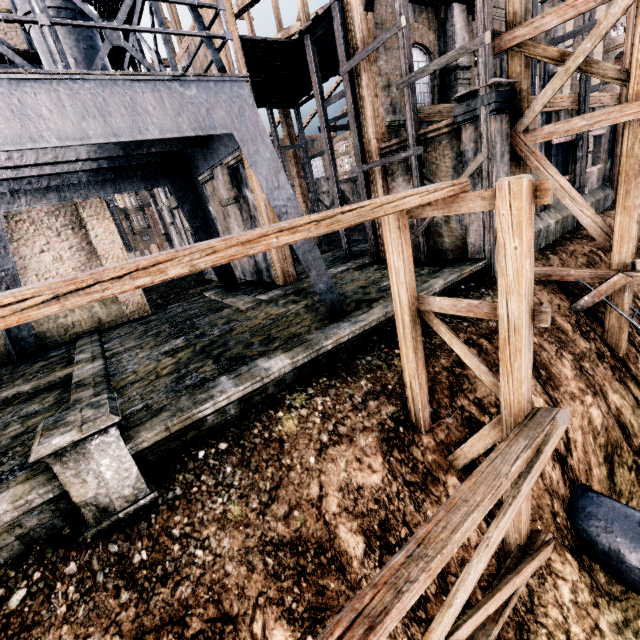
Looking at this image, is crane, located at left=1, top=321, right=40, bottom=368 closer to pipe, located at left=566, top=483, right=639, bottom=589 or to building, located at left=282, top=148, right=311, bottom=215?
building, located at left=282, top=148, right=311, bottom=215

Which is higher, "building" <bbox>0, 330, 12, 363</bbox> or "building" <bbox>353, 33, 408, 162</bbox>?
"building" <bbox>353, 33, 408, 162</bbox>

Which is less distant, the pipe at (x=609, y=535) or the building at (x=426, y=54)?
the pipe at (x=609, y=535)

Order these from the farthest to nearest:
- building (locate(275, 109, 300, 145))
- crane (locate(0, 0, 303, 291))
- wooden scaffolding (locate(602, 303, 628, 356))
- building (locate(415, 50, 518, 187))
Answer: building (locate(275, 109, 300, 145)), wooden scaffolding (locate(602, 303, 628, 356)), building (locate(415, 50, 518, 187)), crane (locate(0, 0, 303, 291))

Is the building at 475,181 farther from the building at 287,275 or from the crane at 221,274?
the crane at 221,274

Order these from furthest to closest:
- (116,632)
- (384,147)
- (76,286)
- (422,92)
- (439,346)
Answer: (422,92) < (384,147) < (439,346) < (116,632) < (76,286)

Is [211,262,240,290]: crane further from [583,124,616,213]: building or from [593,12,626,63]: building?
[593,12,626,63]: building

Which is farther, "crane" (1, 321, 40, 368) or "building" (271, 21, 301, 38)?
"building" (271, 21, 301, 38)
